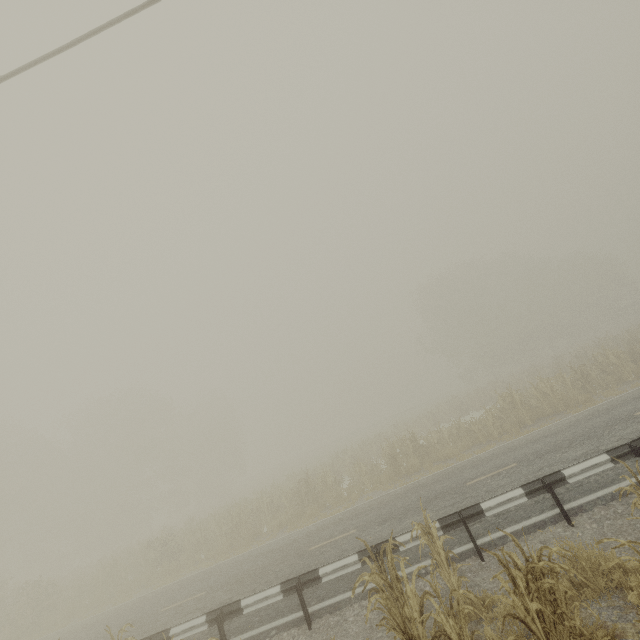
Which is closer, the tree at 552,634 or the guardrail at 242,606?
the tree at 552,634

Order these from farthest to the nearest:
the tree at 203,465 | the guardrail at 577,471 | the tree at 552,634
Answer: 1. the tree at 203,465
2. the guardrail at 577,471
3. the tree at 552,634

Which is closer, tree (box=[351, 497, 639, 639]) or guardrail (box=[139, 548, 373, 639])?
tree (box=[351, 497, 639, 639])

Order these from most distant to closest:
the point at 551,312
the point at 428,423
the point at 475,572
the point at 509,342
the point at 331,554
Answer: the point at 509,342, the point at 551,312, the point at 428,423, the point at 331,554, the point at 475,572

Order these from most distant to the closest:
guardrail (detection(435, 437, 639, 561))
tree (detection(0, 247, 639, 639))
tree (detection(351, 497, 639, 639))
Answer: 1. tree (detection(0, 247, 639, 639))
2. guardrail (detection(435, 437, 639, 561))
3. tree (detection(351, 497, 639, 639))

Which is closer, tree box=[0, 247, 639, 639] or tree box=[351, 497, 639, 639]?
tree box=[351, 497, 639, 639]
